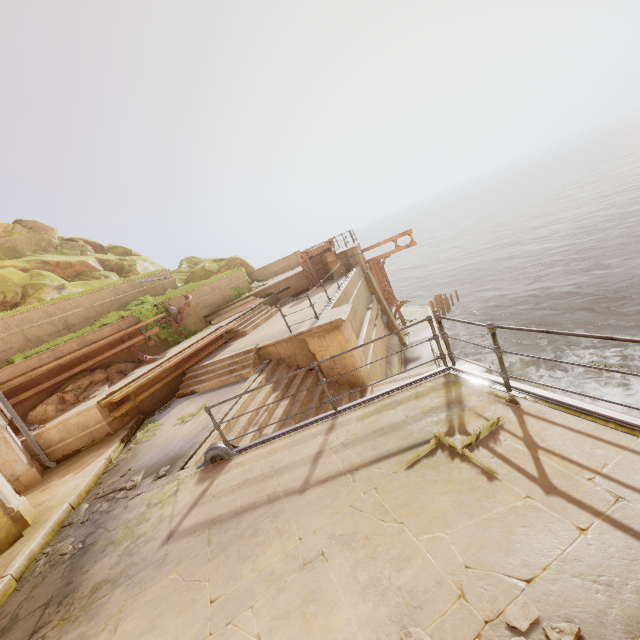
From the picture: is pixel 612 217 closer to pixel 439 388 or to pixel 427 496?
pixel 439 388

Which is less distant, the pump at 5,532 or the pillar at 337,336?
the pump at 5,532

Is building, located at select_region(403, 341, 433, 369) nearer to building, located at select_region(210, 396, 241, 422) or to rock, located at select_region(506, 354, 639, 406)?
rock, located at select_region(506, 354, 639, 406)

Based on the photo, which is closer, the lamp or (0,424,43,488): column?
the lamp

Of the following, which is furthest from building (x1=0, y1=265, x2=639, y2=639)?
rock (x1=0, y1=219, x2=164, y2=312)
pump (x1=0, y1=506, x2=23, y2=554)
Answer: rock (x1=0, y1=219, x2=164, y2=312)

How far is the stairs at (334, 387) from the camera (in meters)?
9.18

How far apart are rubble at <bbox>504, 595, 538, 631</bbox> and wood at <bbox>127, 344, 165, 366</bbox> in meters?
11.7

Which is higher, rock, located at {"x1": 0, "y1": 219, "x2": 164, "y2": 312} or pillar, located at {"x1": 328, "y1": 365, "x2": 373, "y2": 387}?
rock, located at {"x1": 0, "y1": 219, "x2": 164, "y2": 312}
